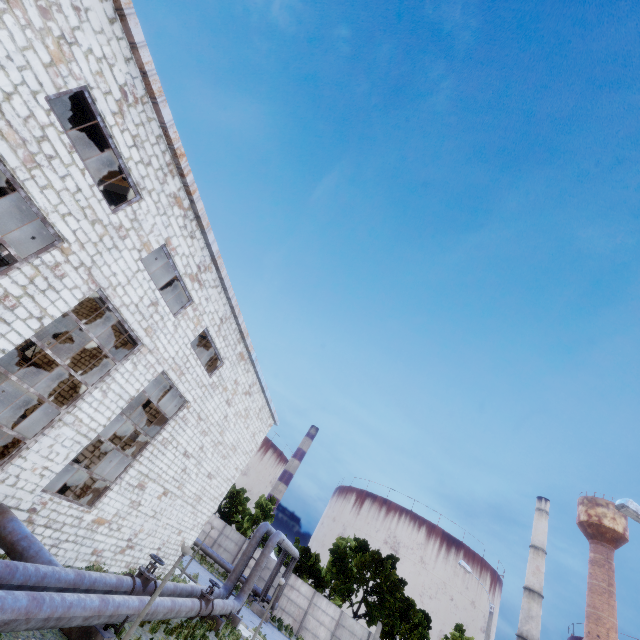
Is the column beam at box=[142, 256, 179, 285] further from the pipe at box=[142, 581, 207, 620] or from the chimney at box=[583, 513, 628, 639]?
the chimney at box=[583, 513, 628, 639]

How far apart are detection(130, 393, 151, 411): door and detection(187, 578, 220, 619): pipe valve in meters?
7.7

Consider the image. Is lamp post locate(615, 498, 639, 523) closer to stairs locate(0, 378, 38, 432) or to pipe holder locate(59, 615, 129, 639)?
pipe holder locate(59, 615, 129, 639)

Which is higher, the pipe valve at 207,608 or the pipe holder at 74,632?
the pipe valve at 207,608

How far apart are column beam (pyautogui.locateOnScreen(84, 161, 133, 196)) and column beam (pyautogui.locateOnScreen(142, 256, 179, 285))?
4.01m

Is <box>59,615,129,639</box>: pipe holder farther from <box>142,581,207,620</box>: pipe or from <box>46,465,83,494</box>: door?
<box>46,465,83,494</box>: door

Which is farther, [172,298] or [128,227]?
[172,298]

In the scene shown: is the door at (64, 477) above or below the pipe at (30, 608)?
above
